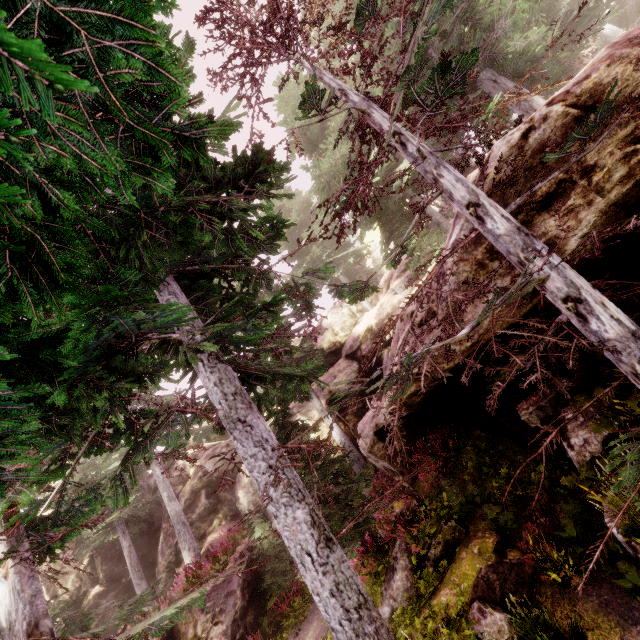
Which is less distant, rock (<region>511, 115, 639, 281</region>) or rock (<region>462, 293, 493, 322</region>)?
rock (<region>511, 115, 639, 281</region>)

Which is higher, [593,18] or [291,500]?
[593,18]

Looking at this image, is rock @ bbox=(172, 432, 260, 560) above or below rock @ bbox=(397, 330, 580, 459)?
above

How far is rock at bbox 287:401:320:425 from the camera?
17.4m

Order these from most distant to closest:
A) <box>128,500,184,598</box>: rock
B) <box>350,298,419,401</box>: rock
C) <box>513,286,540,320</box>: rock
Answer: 1. <box>128,500,184,598</box>: rock
2. <box>350,298,419,401</box>: rock
3. <box>513,286,540,320</box>: rock

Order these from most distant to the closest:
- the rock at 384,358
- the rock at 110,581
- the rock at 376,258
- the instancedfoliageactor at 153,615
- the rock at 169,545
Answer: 1. the rock at 376,258
2. the rock at 110,581
3. the rock at 169,545
4. the rock at 384,358
5. the instancedfoliageactor at 153,615

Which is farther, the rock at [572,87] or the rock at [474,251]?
the rock at [474,251]
